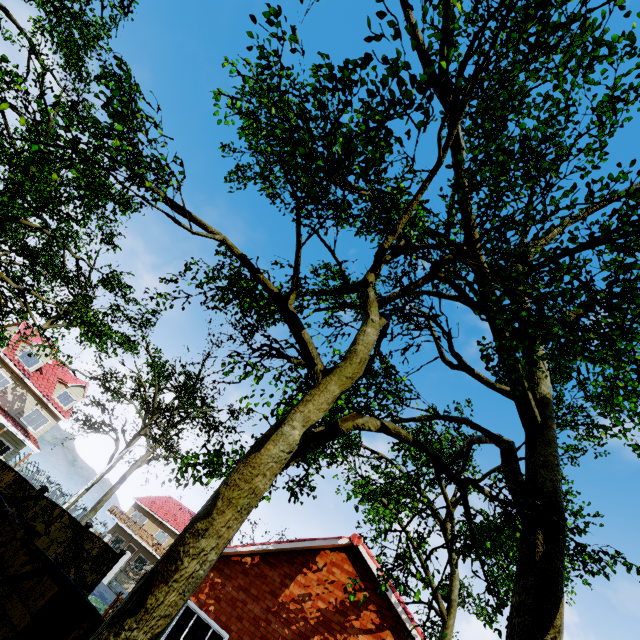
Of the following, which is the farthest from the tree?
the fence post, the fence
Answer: the fence post

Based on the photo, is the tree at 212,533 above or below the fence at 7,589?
above

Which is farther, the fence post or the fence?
the fence post

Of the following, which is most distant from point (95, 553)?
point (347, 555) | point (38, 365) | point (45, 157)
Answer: point (38, 365)

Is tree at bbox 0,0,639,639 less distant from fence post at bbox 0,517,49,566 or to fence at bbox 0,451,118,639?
fence at bbox 0,451,118,639

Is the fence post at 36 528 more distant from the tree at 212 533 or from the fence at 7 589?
the tree at 212 533
